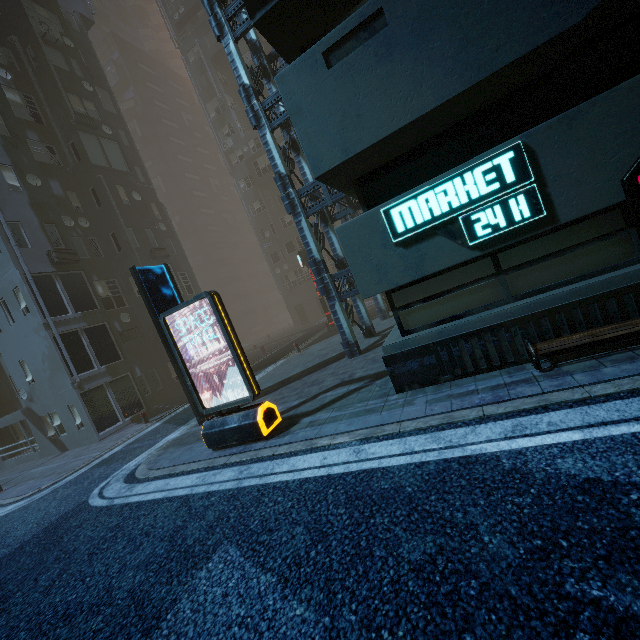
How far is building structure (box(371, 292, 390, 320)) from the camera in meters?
16.4

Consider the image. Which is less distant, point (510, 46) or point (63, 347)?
point (510, 46)

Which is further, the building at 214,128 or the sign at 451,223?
the building at 214,128

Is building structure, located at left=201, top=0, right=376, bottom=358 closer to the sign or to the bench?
the sign

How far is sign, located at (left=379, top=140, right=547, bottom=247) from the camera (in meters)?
4.88

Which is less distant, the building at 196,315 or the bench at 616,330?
the bench at 616,330

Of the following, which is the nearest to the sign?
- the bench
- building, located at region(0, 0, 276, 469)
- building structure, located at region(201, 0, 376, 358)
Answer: building, located at region(0, 0, 276, 469)

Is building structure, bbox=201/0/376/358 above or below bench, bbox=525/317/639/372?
above
